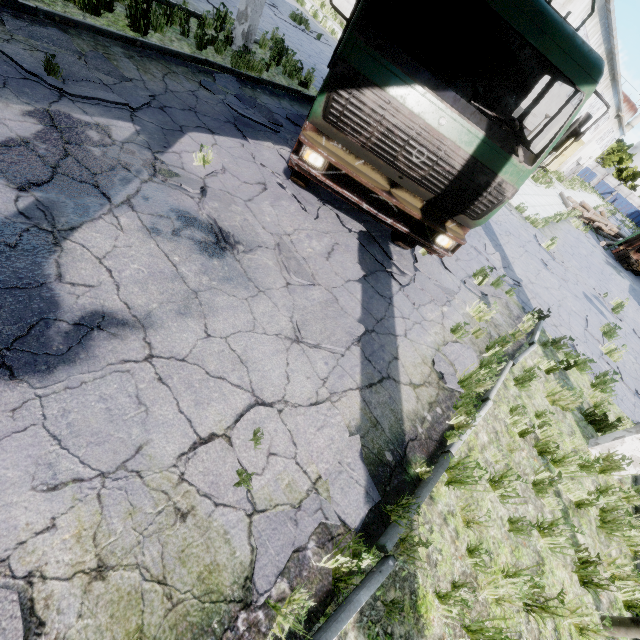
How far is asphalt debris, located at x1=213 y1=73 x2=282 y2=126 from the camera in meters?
7.2 m

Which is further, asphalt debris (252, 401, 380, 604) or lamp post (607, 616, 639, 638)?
lamp post (607, 616, 639, 638)

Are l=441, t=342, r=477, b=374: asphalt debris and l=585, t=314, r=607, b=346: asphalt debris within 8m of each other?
yes

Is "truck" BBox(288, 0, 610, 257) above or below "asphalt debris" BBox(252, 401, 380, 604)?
above

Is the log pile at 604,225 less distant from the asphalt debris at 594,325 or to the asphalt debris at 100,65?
the asphalt debris at 594,325

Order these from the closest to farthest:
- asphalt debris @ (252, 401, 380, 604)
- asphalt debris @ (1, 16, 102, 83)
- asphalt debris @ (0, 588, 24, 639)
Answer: asphalt debris @ (0, 588, 24, 639) → asphalt debris @ (252, 401, 380, 604) → asphalt debris @ (1, 16, 102, 83)

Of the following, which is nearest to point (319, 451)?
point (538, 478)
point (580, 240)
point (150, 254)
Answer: point (150, 254)

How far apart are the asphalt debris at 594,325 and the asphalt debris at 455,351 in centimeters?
618cm
